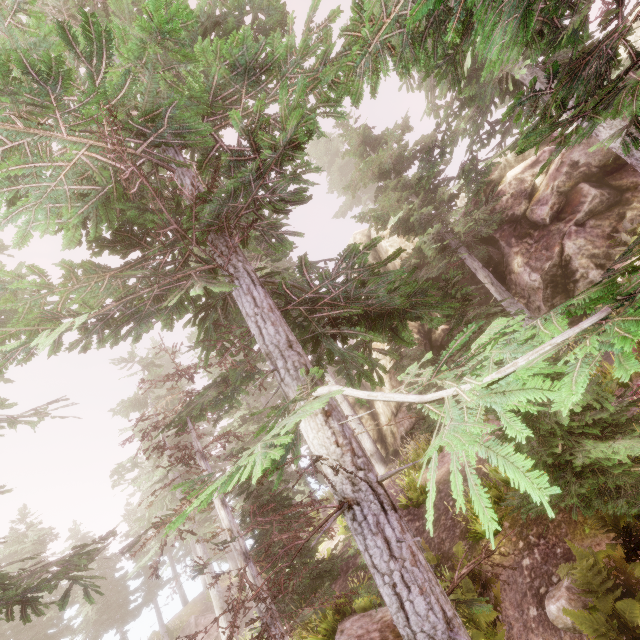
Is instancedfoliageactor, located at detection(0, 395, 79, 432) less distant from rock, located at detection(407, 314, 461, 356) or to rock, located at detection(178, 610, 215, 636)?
rock, located at detection(407, 314, 461, 356)

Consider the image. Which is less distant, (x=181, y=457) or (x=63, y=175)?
(x=63, y=175)

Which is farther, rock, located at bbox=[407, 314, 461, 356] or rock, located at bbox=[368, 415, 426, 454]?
rock, located at bbox=[407, 314, 461, 356]

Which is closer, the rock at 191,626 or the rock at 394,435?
the rock at 394,435

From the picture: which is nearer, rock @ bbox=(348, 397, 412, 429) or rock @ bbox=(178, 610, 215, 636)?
rock @ bbox=(348, 397, 412, 429)

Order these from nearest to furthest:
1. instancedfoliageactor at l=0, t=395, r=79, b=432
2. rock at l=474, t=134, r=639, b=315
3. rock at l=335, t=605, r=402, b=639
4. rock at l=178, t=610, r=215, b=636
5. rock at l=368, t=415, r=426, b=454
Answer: rock at l=335, t=605, r=402, b=639 → instancedfoliageactor at l=0, t=395, r=79, b=432 → rock at l=474, t=134, r=639, b=315 → rock at l=368, t=415, r=426, b=454 → rock at l=178, t=610, r=215, b=636

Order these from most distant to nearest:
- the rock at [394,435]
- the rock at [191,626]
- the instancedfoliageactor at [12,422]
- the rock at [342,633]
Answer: the rock at [191,626]
the rock at [394,435]
the instancedfoliageactor at [12,422]
the rock at [342,633]

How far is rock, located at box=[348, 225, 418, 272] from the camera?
19.5m
